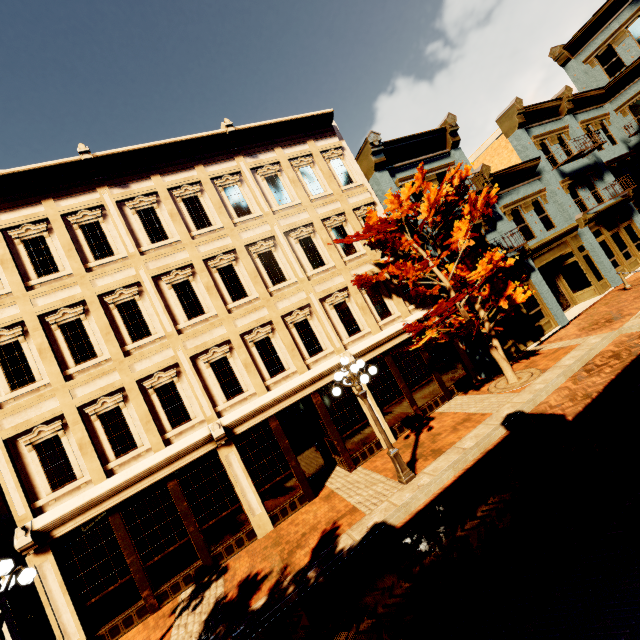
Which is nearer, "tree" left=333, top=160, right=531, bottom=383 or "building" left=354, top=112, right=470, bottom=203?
"tree" left=333, top=160, right=531, bottom=383

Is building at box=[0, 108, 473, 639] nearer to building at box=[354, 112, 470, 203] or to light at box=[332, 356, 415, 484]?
building at box=[354, 112, 470, 203]

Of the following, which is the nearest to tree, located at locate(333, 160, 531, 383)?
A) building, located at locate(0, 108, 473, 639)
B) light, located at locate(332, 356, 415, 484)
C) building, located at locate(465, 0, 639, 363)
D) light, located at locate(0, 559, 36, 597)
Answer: building, located at locate(465, 0, 639, 363)

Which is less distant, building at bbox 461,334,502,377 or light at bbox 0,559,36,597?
light at bbox 0,559,36,597

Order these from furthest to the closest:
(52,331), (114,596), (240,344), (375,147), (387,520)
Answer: (375,147)
(240,344)
(52,331)
(114,596)
(387,520)

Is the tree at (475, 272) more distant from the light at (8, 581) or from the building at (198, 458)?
the light at (8, 581)

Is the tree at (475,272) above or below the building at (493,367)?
above

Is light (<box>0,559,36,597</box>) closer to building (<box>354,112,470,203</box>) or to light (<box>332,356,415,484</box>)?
light (<box>332,356,415,484</box>)
